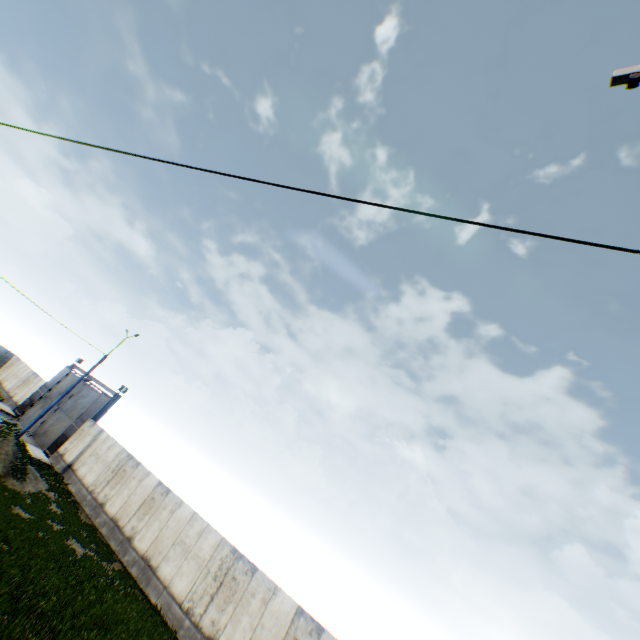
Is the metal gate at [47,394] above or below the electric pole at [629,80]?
below

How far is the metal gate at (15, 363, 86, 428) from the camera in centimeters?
2908cm

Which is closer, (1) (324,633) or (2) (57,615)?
(2) (57,615)

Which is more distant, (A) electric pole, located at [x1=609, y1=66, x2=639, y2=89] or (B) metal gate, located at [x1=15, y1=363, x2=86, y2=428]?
(B) metal gate, located at [x1=15, y1=363, x2=86, y2=428]

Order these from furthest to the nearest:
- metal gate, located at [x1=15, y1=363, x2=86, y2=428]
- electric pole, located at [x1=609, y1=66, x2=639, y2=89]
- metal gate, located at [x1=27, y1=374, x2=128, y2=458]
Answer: metal gate, located at [x1=15, y1=363, x2=86, y2=428], metal gate, located at [x1=27, y1=374, x2=128, y2=458], electric pole, located at [x1=609, y1=66, x2=639, y2=89]

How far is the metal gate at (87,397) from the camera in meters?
25.4 m

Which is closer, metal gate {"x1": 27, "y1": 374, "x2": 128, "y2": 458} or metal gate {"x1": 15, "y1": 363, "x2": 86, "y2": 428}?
metal gate {"x1": 27, "y1": 374, "x2": 128, "y2": 458}
